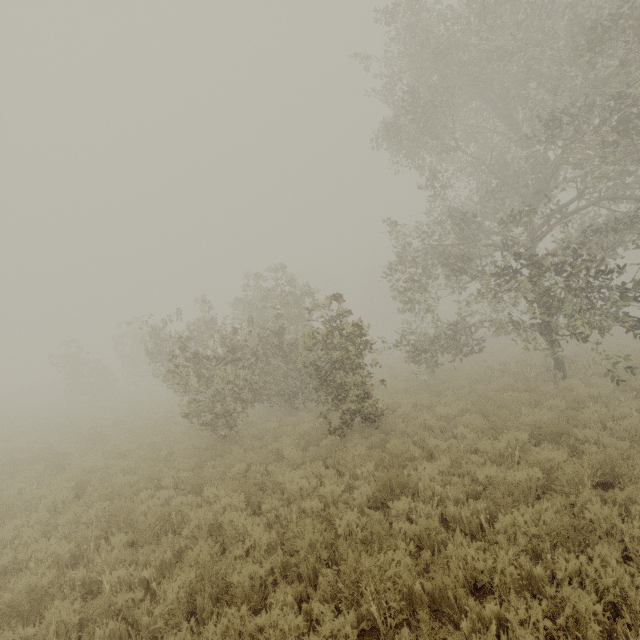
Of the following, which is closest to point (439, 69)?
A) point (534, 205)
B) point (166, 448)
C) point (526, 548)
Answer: point (534, 205)

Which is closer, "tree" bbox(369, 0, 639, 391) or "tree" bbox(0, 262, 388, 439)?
"tree" bbox(369, 0, 639, 391)

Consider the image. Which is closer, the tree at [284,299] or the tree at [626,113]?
the tree at [626,113]
